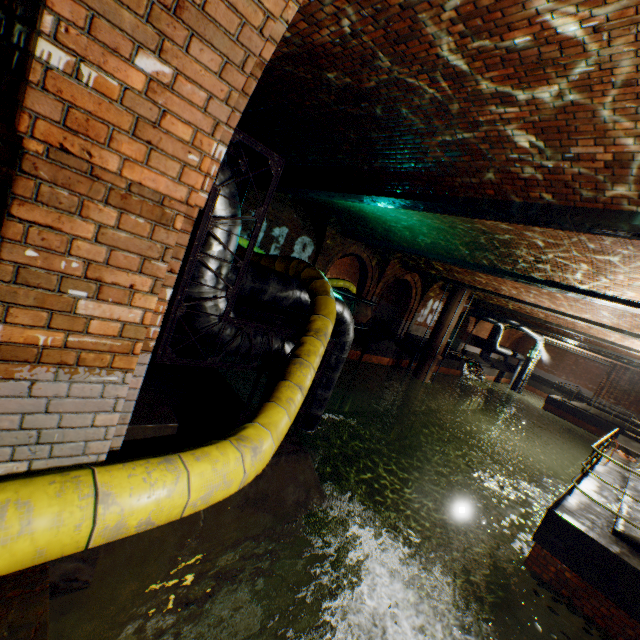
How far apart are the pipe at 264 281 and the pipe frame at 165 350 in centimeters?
30cm

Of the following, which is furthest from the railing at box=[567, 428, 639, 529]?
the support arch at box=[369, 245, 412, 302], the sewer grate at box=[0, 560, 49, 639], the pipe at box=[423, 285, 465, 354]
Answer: the support arch at box=[369, 245, 412, 302]

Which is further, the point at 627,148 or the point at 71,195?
the point at 627,148

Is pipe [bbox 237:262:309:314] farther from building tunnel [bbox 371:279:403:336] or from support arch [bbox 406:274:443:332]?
support arch [bbox 406:274:443:332]

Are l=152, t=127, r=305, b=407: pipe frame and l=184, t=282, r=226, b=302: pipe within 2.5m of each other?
yes

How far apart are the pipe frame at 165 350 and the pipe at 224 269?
0.0 meters

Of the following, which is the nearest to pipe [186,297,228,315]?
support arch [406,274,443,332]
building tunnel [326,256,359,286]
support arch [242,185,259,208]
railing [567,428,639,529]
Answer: railing [567,428,639,529]

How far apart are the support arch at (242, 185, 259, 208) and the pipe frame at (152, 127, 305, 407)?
6.3 meters
